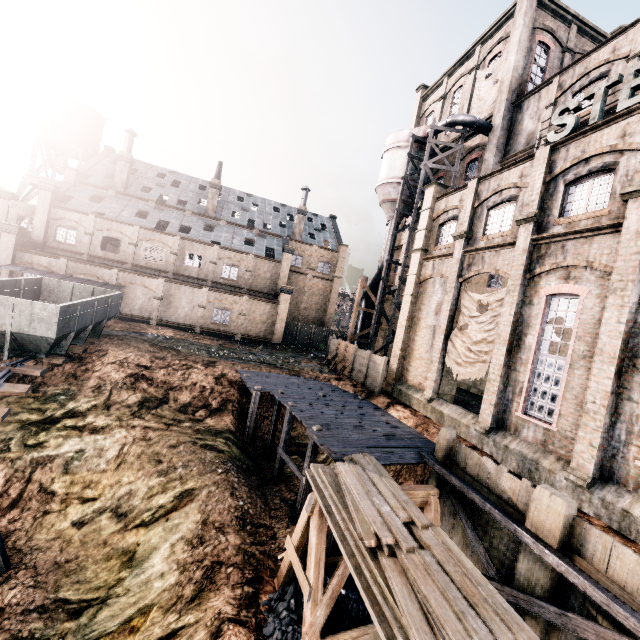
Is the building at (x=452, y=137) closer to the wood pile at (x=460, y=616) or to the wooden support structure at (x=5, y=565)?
the wood pile at (x=460, y=616)

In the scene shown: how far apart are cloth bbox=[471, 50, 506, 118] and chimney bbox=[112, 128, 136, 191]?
39.5 meters

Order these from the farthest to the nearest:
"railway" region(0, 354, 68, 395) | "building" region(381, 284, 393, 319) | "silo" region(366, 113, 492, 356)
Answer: "building" region(381, 284, 393, 319)
"silo" region(366, 113, 492, 356)
"railway" region(0, 354, 68, 395)

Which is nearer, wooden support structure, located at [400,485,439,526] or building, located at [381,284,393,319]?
wooden support structure, located at [400,485,439,526]

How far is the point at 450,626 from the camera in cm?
529

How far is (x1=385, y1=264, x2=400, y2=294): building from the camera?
33.9 meters

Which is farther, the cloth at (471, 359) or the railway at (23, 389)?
the cloth at (471, 359)
